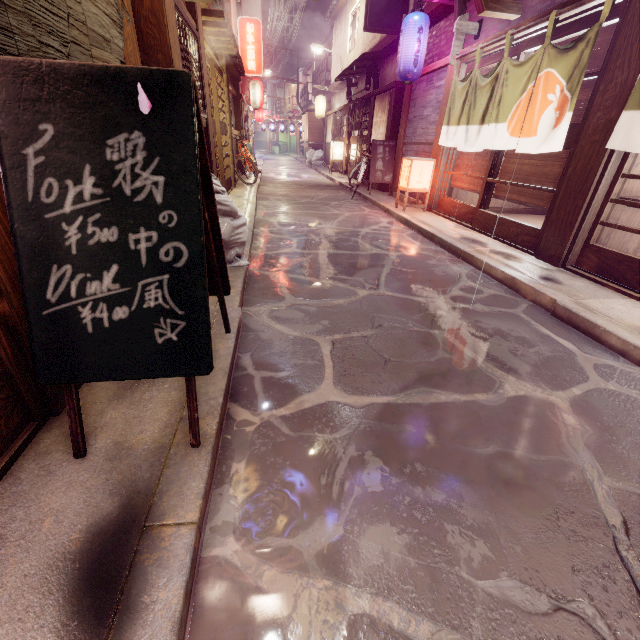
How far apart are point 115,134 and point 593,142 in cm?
892

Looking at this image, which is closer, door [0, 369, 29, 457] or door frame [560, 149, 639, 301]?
door [0, 369, 29, 457]

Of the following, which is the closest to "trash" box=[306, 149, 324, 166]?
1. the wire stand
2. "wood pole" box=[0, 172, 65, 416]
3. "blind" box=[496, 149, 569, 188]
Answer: the wire stand

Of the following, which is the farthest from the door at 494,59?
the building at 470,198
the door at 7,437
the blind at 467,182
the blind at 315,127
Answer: the blind at 315,127

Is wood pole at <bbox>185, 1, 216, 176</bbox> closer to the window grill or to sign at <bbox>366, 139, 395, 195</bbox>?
the window grill

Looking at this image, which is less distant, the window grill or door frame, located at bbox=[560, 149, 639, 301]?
door frame, located at bbox=[560, 149, 639, 301]

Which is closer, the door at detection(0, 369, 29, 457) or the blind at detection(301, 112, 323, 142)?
the door at detection(0, 369, 29, 457)

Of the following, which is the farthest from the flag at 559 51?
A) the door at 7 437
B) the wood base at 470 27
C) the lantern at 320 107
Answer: the lantern at 320 107
